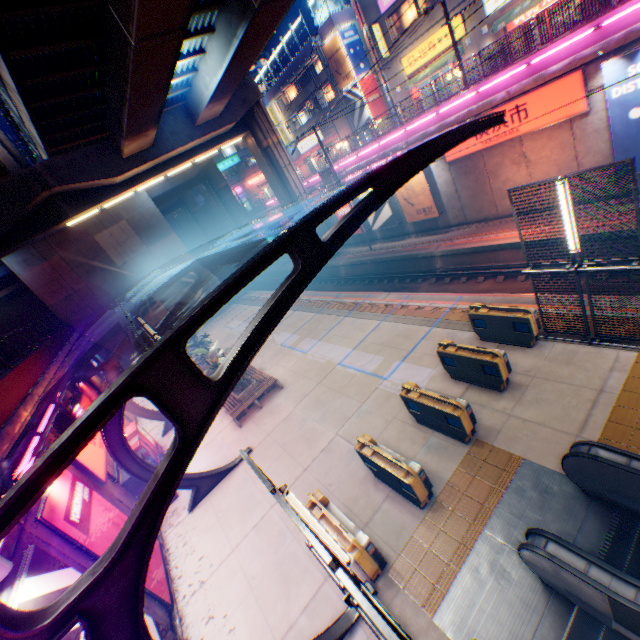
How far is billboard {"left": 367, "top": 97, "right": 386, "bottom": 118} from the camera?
35.56m

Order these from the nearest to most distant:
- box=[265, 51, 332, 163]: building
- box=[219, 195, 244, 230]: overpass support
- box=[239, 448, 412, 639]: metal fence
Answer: box=[239, 448, 412, 639]: metal fence → box=[265, 51, 332, 163]: building → box=[219, 195, 244, 230]: overpass support

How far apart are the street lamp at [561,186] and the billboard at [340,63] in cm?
3474

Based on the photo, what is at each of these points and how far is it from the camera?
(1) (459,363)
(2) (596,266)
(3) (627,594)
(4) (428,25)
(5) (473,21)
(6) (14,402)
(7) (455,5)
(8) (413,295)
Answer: (1) ticket machine, 9.8 meters
(2) metal fence, 7.9 meters
(3) escalator, 4.3 meters
(4) building, 24.5 meters
(5) building, 22.7 meters
(6) concrete block, 9.9 meters
(7) building, 22.6 meters
(8) railway, 16.7 meters

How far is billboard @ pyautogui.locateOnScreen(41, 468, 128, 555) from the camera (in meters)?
7.43

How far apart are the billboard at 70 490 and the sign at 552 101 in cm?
2192

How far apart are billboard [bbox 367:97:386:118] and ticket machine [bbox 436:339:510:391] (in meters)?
34.18

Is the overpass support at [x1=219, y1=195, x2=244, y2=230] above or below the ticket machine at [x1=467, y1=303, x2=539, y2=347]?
above
